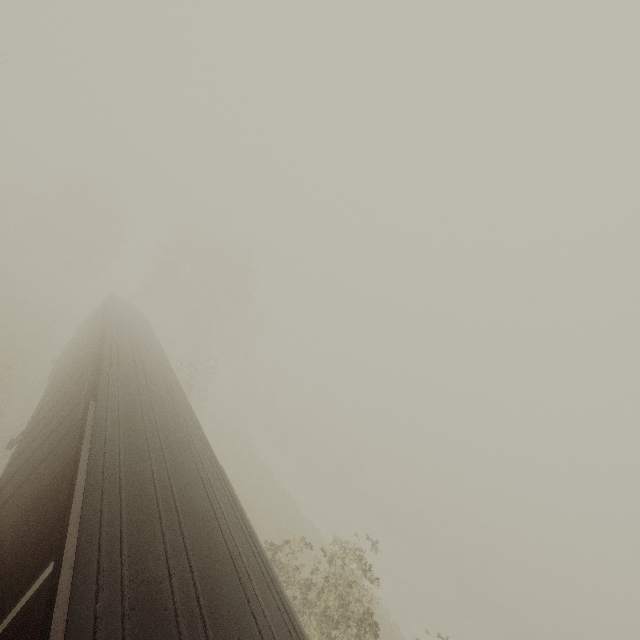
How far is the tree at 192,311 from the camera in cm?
3344

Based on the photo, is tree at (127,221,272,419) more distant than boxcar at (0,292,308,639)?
Yes

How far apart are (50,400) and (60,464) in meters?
6.8 m

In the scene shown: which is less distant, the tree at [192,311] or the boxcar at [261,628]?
the boxcar at [261,628]

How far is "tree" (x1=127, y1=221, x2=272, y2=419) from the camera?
33.4m
